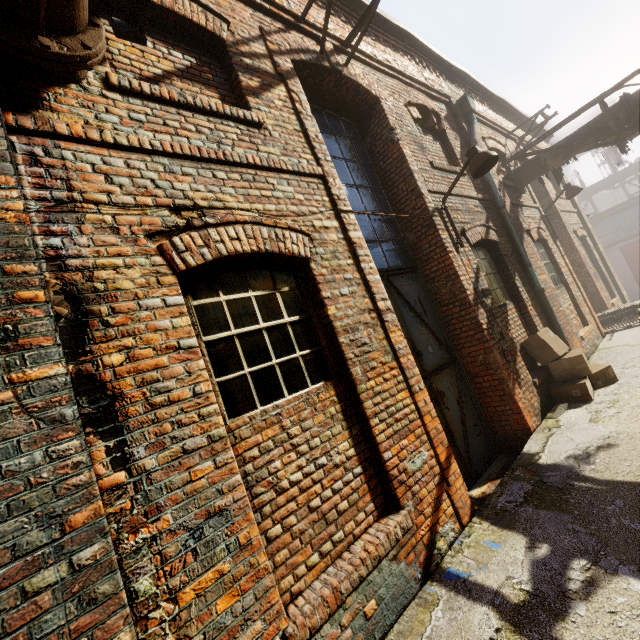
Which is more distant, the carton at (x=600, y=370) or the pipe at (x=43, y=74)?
the carton at (x=600, y=370)

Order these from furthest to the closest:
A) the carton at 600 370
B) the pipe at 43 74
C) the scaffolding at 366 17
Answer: the carton at 600 370
the scaffolding at 366 17
the pipe at 43 74

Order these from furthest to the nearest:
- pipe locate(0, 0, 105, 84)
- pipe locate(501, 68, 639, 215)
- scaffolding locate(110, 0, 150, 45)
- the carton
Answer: pipe locate(501, 68, 639, 215) < the carton < scaffolding locate(110, 0, 150, 45) < pipe locate(0, 0, 105, 84)

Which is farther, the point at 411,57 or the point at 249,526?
the point at 411,57

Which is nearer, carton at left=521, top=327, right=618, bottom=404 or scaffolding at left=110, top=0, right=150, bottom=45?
scaffolding at left=110, top=0, right=150, bottom=45

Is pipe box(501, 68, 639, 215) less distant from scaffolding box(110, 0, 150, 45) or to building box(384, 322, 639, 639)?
scaffolding box(110, 0, 150, 45)

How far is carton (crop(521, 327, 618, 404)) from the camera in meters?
5.1 m

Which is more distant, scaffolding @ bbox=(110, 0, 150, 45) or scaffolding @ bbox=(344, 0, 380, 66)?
scaffolding @ bbox=(344, 0, 380, 66)
